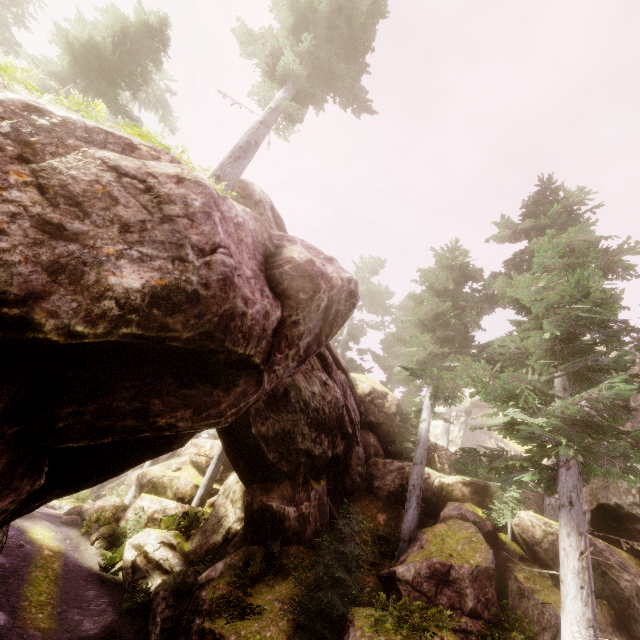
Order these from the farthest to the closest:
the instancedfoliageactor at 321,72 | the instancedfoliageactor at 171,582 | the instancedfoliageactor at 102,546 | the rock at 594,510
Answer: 1. the instancedfoliageactor at 102,546
2. the instancedfoliageactor at 321,72
3. the instancedfoliageactor at 171,582
4. the rock at 594,510

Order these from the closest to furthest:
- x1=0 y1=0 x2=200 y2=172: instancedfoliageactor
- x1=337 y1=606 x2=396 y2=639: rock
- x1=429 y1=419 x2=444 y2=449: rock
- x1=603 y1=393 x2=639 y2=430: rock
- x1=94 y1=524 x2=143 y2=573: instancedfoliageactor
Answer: x1=0 y1=0 x2=200 y2=172: instancedfoliageactor < x1=337 y1=606 x2=396 y2=639: rock < x1=603 y1=393 x2=639 y2=430: rock < x1=94 y1=524 x2=143 y2=573: instancedfoliageactor < x1=429 y1=419 x2=444 y2=449: rock

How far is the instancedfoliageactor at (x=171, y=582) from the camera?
A: 11.9m

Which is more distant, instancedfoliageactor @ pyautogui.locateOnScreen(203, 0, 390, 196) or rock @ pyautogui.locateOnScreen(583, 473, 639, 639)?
instancedfoliageactor @ pyautogui.locateOnScreen(203, 0, 390, 196)

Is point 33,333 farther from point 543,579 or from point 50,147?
point 543,579

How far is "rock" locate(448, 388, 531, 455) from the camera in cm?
2453

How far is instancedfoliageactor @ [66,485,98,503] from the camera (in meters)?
24.32

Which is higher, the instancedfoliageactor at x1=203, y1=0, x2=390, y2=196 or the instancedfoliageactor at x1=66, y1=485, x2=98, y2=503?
the instancedfoliageactor at x1=203, y1=0, x2=390, y2=196
